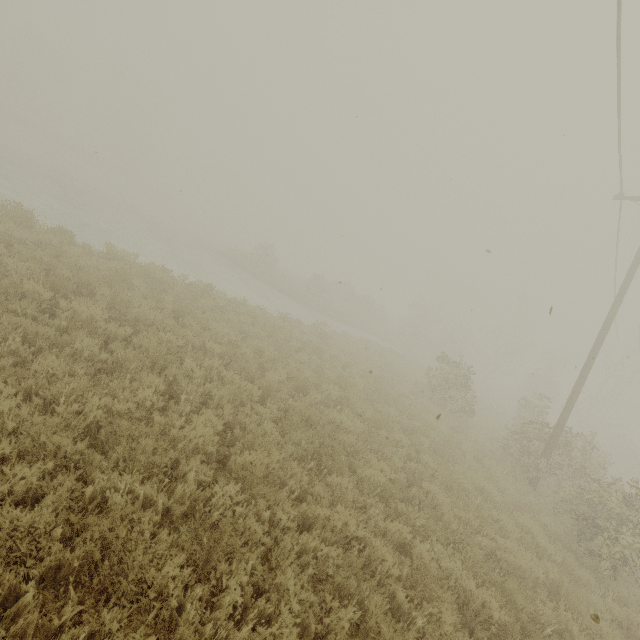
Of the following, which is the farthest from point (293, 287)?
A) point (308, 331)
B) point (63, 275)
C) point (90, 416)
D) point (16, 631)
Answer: point (16, 631)
